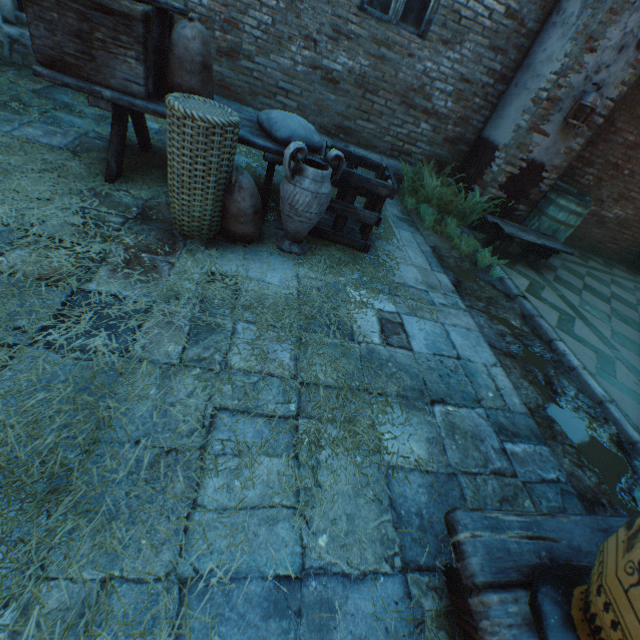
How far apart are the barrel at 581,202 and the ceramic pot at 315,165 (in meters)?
4.07

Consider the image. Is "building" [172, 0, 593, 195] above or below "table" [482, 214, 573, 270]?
above

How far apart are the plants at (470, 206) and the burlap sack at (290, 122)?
2.3 meters

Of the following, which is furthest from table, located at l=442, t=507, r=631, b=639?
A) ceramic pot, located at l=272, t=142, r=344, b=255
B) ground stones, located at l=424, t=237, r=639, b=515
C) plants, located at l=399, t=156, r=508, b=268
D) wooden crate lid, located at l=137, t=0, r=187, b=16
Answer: plants, located at l=399, t=156, r=508, b=268

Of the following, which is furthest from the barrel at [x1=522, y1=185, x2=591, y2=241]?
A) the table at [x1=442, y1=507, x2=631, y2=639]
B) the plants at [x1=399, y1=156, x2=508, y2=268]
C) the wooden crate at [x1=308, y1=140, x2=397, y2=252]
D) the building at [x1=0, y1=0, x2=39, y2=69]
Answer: the table at [x1=442, y1=507, x2=631, y2=639]

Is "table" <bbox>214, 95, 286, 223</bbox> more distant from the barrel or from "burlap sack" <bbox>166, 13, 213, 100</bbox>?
the barrel

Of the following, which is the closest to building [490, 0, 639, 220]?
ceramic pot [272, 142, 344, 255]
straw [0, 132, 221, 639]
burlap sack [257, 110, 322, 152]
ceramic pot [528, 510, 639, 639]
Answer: straw [0, 132, 221, 639]

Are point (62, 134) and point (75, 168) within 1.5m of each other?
yes
